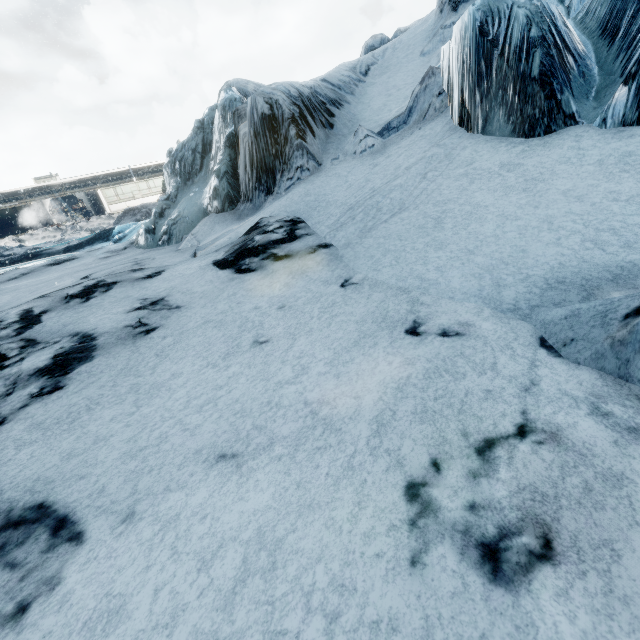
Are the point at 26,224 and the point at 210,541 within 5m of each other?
no
